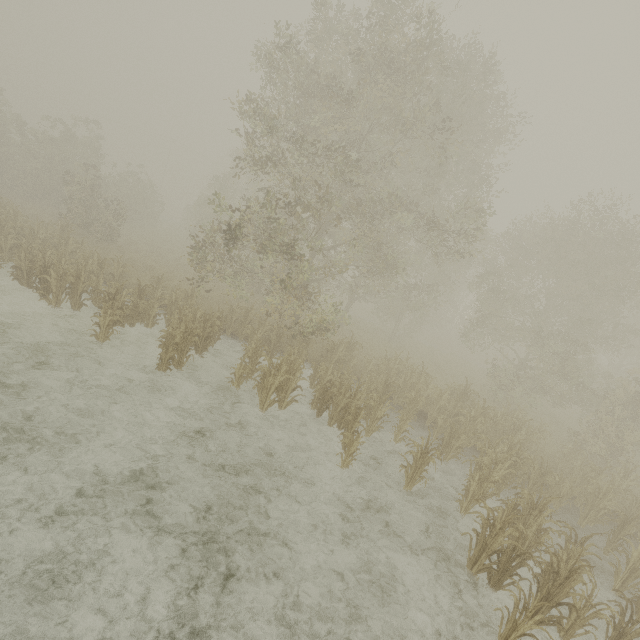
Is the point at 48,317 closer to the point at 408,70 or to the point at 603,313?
the point at 408,70
